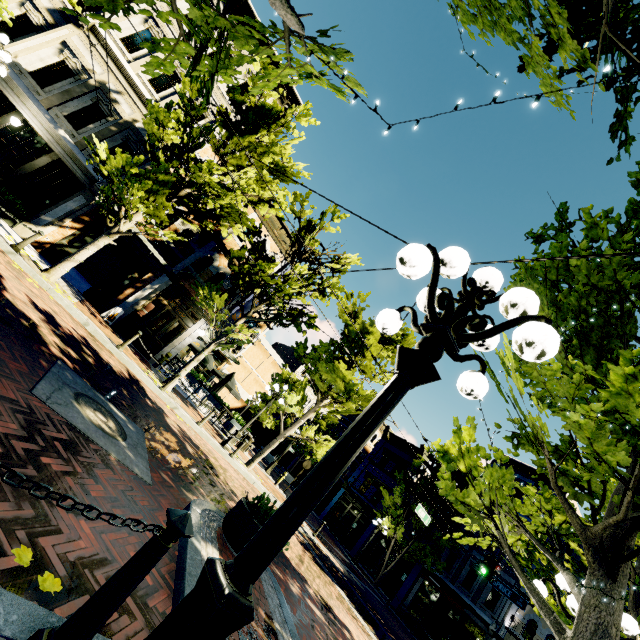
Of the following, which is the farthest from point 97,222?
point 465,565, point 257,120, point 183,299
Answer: point 465,565

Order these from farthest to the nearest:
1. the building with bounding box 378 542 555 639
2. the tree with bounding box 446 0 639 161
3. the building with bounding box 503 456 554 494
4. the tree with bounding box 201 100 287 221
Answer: the building with bounding box 503 456 554 494, the building with bounding box 378 542 555 639, the tree with bounding box 201 100 287 221, the tree with bounding box 446 0 639 161

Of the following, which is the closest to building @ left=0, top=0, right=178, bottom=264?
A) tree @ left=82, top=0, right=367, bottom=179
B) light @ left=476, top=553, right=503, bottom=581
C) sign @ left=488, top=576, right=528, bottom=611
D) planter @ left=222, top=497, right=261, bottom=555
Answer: tree @ left=82, top=0, right=367, bottom=179

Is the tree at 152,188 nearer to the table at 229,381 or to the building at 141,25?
the building at 141,25

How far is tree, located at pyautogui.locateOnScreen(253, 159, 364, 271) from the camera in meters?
12.4

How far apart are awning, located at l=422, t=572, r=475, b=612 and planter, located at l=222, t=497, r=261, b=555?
21.72m

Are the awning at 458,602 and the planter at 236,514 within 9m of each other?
no

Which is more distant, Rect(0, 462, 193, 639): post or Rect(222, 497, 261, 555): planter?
Rect(222, 497, 261, 555): planter
